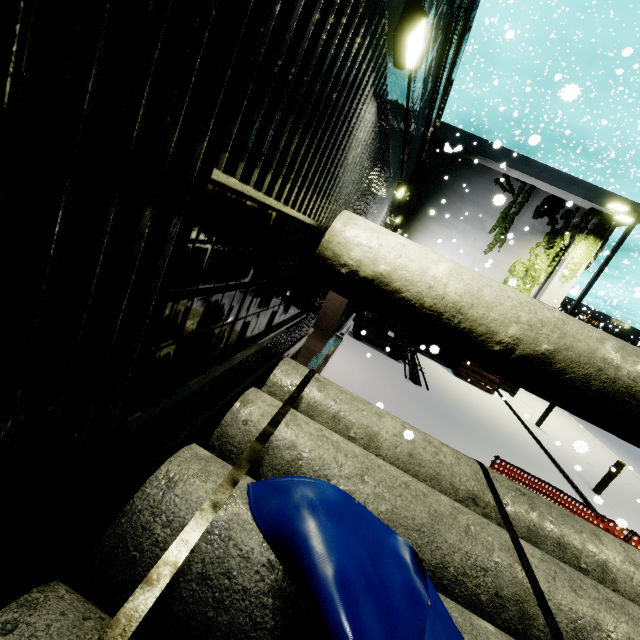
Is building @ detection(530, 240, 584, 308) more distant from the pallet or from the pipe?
the pipe

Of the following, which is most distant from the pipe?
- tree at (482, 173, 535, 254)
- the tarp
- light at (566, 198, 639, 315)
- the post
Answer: the tarp

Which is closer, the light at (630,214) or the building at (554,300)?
the light at (630,214)

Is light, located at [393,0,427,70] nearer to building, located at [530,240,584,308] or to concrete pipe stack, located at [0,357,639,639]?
building, located at [530,240,584,308]

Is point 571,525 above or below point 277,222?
below

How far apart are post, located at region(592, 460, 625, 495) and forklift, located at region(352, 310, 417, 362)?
6.8m

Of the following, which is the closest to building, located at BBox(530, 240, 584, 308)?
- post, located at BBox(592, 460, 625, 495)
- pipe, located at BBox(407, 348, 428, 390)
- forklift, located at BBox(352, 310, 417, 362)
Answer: forklift, located at BBox(352, 310, 417, 362)

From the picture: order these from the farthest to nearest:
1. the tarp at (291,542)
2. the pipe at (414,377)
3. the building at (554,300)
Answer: the building at (554,300)
the pipe at (414,377)
the tarp at (291,542)
